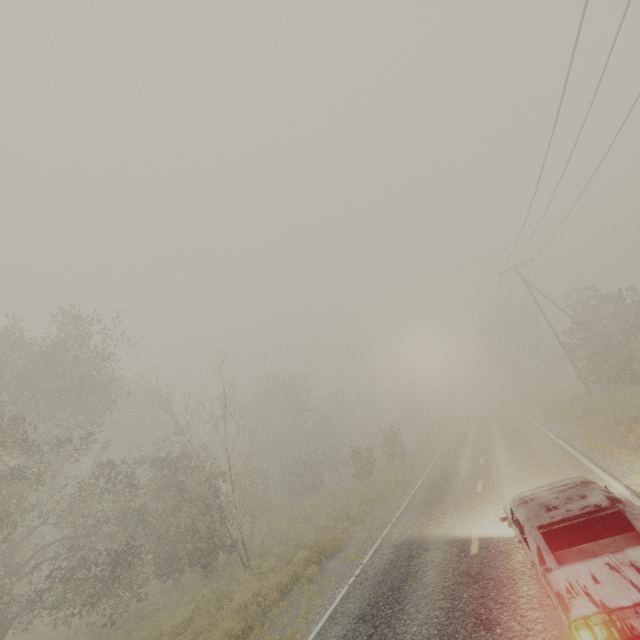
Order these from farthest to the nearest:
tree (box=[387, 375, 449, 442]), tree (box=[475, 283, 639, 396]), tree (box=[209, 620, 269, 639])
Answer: tree (box=[387, 375, 449, 442])
tree (box=[475, 283, 639, 396])
tree (box=[209, 620, 269, 639])

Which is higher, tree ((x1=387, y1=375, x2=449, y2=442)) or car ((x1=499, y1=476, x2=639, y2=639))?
tree ((x1=387, y1=375, x2=449, y2=442))

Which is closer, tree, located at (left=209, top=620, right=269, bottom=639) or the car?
the car

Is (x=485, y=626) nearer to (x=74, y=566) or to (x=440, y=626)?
(x=440, y=626)

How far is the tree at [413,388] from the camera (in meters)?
40.09

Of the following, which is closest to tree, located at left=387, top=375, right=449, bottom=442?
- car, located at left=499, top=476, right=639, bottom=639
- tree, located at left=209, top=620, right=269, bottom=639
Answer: tree, located at left=209, top=620, right=269, bottom=639

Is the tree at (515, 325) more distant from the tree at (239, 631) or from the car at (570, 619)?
the car at (570, 619)

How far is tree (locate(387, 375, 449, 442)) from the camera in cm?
4009
